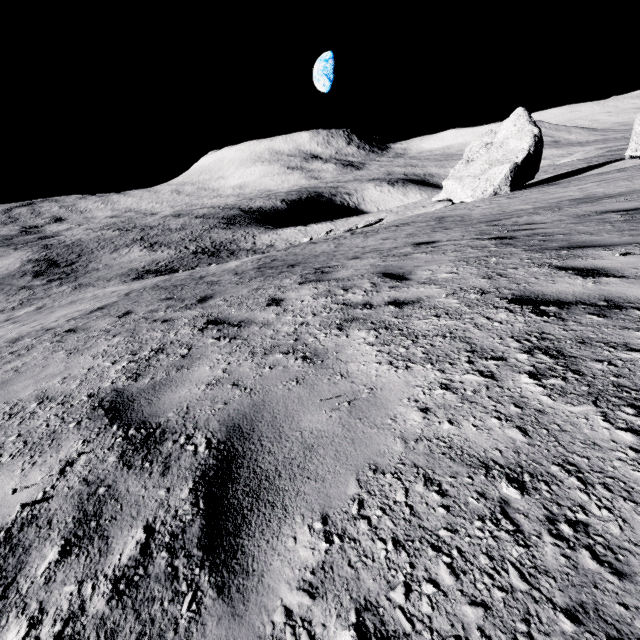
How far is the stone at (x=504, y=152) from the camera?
22.3m

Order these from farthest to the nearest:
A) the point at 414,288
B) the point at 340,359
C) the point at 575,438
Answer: the point at 414,288, the point at 340,359, the point at 575,438

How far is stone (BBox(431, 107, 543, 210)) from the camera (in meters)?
22.31
